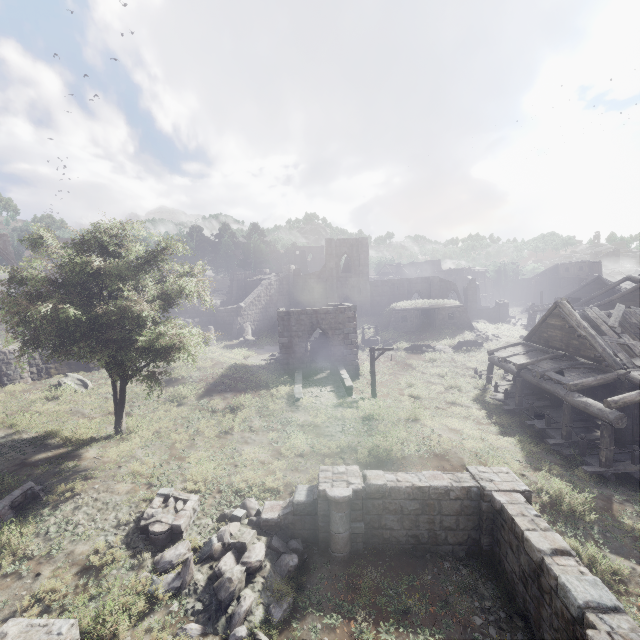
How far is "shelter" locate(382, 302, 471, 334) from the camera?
37.2m

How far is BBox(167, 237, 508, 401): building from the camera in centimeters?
2428cm

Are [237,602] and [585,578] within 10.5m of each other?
yes

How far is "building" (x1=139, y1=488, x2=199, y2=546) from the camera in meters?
9.4 m

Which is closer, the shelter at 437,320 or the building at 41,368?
the building at 41,368

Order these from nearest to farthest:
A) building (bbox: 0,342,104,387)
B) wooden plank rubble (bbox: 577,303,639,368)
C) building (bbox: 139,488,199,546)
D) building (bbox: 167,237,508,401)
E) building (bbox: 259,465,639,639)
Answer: building (bbox: 259,465,639,639)
building (bbox: 139,488,199,546)
wooden plank rubble (bbox: 577,303,639,368)
building (bbox: 0,342,104,387)
building (bbox: 167,237,508,401)

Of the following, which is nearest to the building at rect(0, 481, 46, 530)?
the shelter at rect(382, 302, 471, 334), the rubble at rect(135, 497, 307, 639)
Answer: the rubble at rect(135, 497, 307, 639)

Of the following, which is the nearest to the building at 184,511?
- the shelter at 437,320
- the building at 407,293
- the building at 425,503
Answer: the building at 425,503
